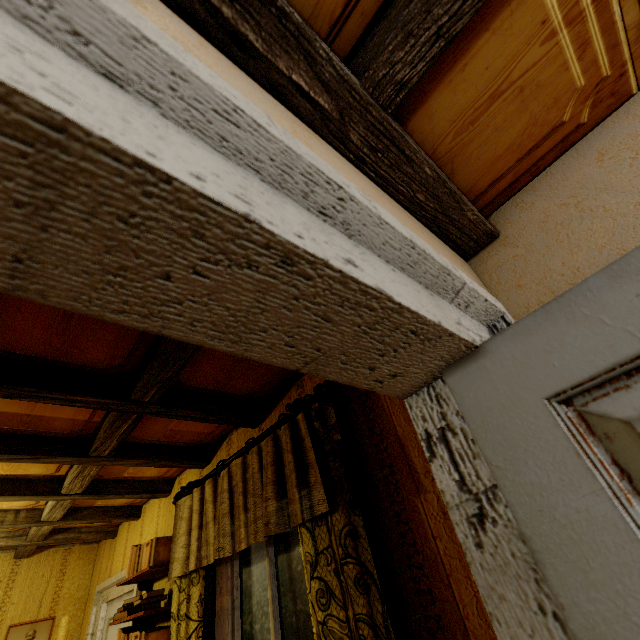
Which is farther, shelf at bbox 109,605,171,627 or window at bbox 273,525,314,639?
shelf at bbox 109,605,171,627

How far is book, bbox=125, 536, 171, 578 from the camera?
2.4 meters

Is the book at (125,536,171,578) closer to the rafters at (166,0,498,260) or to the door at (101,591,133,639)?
the door at (101,591,133,639)

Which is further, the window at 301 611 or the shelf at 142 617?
the shelf at 142 617

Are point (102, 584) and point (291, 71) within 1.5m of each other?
no

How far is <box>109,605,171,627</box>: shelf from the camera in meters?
2.2

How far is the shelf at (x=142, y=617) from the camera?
2.22m

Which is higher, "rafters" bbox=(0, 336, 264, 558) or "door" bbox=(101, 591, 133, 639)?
"rafters" bbox=(0, 336, 264, 558)
